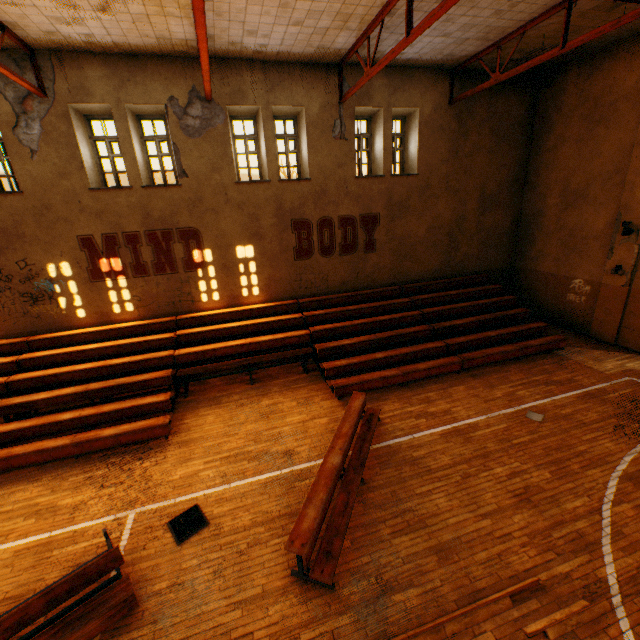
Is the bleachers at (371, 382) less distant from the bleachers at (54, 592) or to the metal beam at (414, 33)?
the bleachers at (54, 592)

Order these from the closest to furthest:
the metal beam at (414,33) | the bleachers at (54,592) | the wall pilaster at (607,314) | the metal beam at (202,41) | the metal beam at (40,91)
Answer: the bleachers at (54,592) < the metal beam at (202,41) < the metal beam at (414,33) < the metal beam at (40,91) < the wall pilaster at (607,314)

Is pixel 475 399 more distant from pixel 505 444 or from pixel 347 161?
pixel 347 161

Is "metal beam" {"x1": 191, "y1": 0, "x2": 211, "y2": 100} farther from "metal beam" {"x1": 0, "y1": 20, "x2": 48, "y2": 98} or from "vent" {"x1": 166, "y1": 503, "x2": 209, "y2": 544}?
"vent" {"x1": 166, "y1": 503, "x2": 209, "y2": 544}

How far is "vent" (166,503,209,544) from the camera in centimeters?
530cm

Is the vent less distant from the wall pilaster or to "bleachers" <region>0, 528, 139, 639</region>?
"bleachers" <region>0, 528, 139, 639</region>

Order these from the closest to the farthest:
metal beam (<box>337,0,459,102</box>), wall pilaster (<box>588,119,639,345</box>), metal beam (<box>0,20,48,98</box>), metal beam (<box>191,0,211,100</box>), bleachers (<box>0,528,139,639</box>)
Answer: bleachers (<box>0,528,139,639</box>)
metal beam (<box>191,0,211,100</box>)
metal beam (<box>337,0,459,102</box>)
metal beam (<box>0,20,48,98</box>)
wall pilaster (<box>588,119,639,345</box>)

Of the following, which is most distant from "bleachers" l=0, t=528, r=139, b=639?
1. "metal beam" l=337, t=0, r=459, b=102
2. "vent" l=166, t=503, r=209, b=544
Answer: "metal beam" l=337, t=0, r=459, b=102
